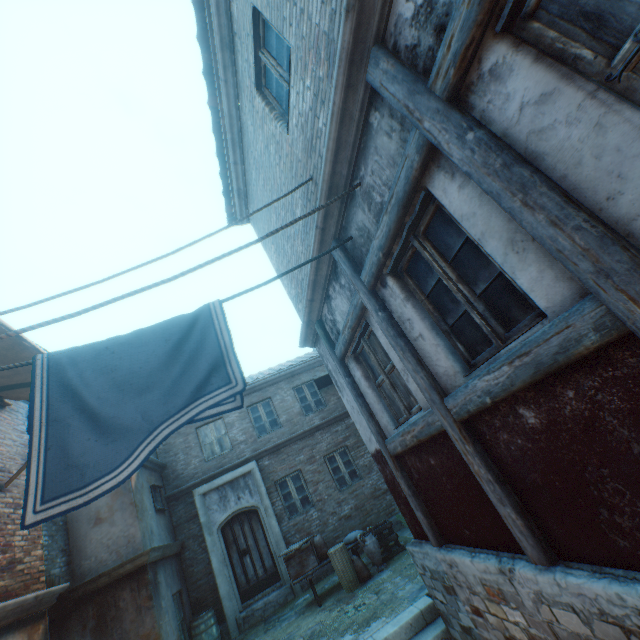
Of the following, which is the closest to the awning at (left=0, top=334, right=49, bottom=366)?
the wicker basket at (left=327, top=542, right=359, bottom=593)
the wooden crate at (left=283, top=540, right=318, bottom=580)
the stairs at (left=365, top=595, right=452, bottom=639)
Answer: the stairs at (left=365, top=595, right=452, bottom=639)

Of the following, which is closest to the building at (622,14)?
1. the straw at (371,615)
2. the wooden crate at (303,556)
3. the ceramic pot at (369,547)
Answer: the straw at (371,615)

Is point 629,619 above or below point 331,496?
below

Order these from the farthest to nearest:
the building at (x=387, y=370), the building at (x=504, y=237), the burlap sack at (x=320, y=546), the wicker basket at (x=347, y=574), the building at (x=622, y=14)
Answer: the burlap sack at (x=320, y=546), the wicker basket at (x=347, y=574), the building at (x=387, y=370), the building at (x=504, y=237), the building at (x=622, y=14)

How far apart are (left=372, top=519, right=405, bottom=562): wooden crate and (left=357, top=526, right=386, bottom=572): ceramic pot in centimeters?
13cm

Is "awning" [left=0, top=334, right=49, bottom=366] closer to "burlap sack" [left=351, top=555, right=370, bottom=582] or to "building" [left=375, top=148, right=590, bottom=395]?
"building" [left=375, top=148, right=590, bottom=395]

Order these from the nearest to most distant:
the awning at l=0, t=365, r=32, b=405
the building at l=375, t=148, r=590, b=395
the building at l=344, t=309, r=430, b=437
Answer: the building at l=375, t=148, r=590, b=395
the building at l=344, t=309, r=430, b=437
the awning at l=0, t=365, r=32, b=405

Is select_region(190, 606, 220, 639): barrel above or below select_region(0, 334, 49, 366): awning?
below
